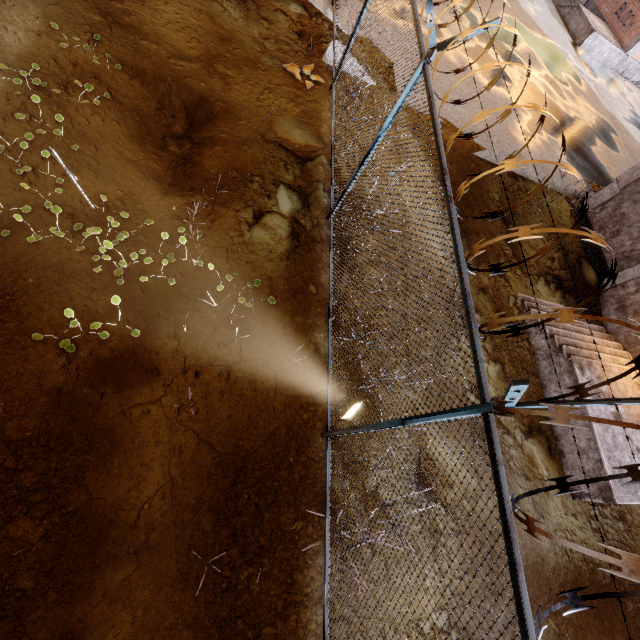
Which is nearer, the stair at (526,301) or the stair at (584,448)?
the stair at (584,448)

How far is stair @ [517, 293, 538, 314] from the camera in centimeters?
865cm

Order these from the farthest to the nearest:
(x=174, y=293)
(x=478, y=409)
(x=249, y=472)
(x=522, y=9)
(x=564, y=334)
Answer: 1. (x=522, y=9)
2. (x=564, y=334)
3. (x=174, y=293)
4. (x=249, y=472)
5. (x=478, y=409)

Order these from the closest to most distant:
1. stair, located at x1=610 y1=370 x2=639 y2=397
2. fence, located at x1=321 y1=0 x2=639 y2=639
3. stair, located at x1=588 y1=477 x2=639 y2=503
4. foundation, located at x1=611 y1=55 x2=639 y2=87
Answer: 1. fence, located at x1=321 y1=0 x2=639 y2=639
2. stair, located at x1=588 y1=477 x2=639 y2=503
3. stair, located at x1=610 y1=370 x2=639 y2=397
4. foundation, located at x1=611 y1=55 x2=639 y2=87

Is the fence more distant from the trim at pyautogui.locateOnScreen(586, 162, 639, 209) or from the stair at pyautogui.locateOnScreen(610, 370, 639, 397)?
the stair at pyautogui.locateOnScreen(610, 370, 639, 397)

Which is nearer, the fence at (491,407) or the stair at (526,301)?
the fence at (491,407)

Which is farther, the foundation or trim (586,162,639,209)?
the foundation
